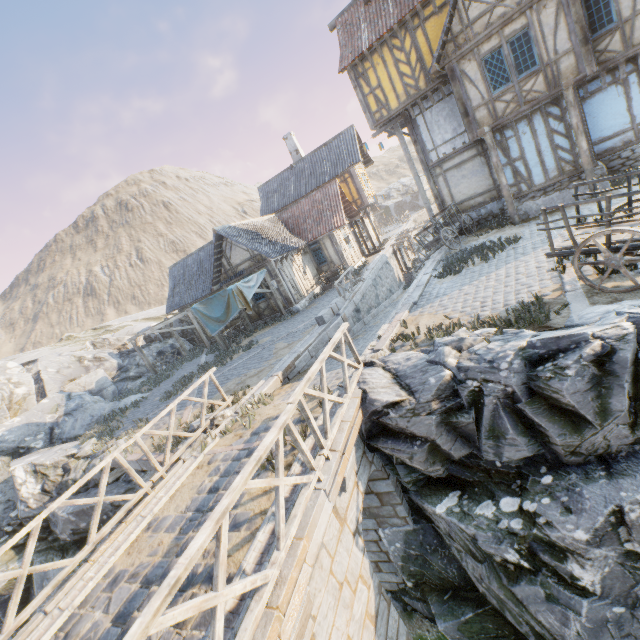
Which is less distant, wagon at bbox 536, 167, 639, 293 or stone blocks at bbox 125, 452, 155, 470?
wagon at bbox 536, 167, 639, 293

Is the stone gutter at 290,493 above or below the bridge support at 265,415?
above

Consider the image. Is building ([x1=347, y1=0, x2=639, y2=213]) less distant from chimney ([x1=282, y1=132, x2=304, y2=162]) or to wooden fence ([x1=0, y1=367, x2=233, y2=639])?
chimney ([x1=282, y1=132, x2=304, y2=162])

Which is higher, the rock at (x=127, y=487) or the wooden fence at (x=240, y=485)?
the wooden fence at (x=240, y=485)

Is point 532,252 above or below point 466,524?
above

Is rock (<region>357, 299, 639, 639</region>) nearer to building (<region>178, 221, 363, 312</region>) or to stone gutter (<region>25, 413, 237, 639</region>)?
stone gutter (<region>25, 413, 237, 639</region>)

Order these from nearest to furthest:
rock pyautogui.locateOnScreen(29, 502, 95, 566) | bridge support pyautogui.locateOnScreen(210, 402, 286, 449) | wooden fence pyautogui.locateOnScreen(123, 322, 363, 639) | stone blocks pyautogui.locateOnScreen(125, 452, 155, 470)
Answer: wooden fence pyautogui.locateOnScreen(123, 322, 363, 639), bridge support pyautogui.locateOnScreen(210, 402, 286, 449), stone blocks pyautogui.locateOnScreen(125, 452, 155, 470), rock pyautogui.locateOnScreen(29, 502, 95, 566)

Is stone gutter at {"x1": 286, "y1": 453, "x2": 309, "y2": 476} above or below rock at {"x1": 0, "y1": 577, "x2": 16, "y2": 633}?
above
